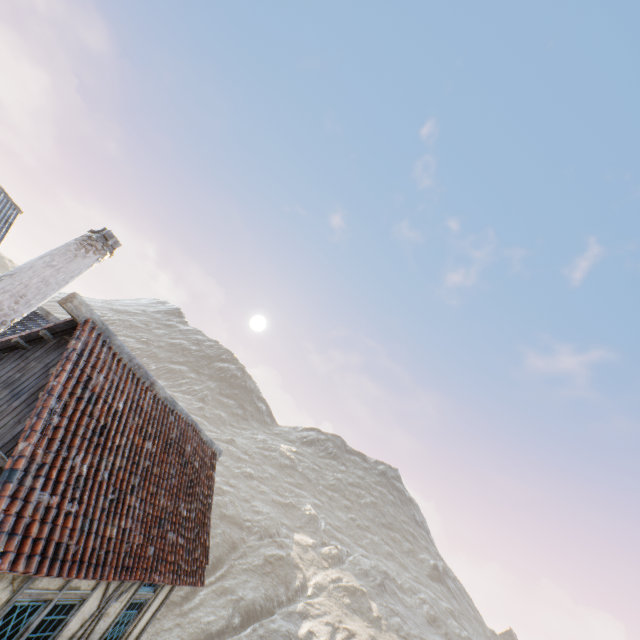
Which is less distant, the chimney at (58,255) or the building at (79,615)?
the building at (79,615)

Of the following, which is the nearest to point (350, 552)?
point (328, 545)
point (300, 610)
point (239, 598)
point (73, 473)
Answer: point (328, 545)

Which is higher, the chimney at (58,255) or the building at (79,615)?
the chimney at (58,255)

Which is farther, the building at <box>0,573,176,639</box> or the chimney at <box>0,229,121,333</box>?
the chimney at <box>0,229,121,333</box>

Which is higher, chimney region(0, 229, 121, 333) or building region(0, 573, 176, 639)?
chimney region(0, 229, 121, 333)
